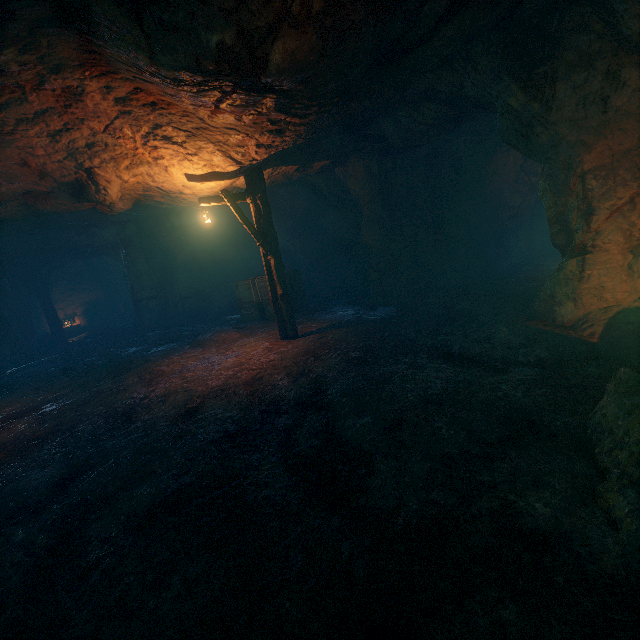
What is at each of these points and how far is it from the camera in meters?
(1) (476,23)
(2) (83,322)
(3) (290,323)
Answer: (1) burlap sack, 4.7 m
(2) wooden box, 21.7 m
(3) lantern, 9.2 m

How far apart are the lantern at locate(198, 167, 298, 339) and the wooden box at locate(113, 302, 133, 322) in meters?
16.7

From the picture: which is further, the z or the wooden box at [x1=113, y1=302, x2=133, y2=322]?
the wooden box at [x1=113, y1=302, x2=133, y2=322]

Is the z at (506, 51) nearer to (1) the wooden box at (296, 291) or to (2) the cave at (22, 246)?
(1) the wooden box at (296, 291)

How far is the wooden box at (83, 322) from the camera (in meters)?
20.92

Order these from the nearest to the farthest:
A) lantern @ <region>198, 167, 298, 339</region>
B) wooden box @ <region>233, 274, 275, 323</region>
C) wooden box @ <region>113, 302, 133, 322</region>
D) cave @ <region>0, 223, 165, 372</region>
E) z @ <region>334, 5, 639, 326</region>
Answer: z @ <region>334, 5, 639, 326</region> → lantern @ <region>198, 167, 298, 339</region> → wooden box @ <region>233, 274, 275, 323</region> → cave @ <region>0, 223, 165, 372</region> → wooden box @ <region>113, 302, 133, 322</region>

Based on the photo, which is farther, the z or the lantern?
the lantern

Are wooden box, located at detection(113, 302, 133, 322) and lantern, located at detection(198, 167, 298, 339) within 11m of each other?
no
